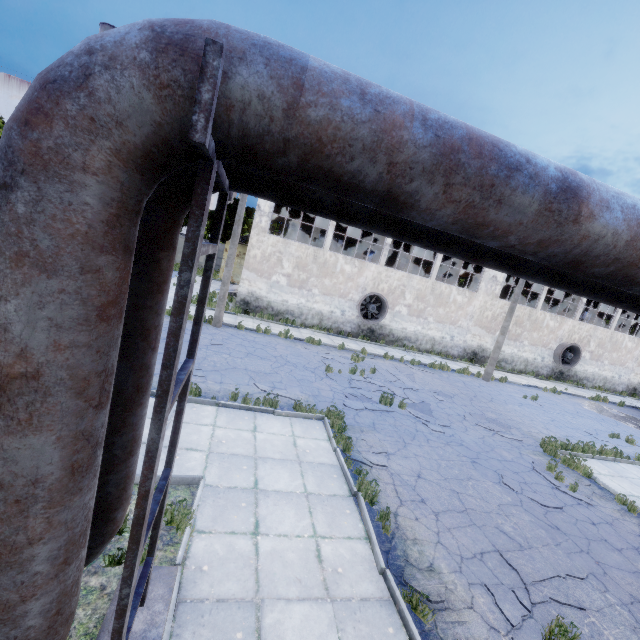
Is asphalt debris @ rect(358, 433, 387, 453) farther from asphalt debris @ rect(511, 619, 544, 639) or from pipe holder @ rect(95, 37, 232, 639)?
pipe holder @ rect(95, 37, 232, 639)

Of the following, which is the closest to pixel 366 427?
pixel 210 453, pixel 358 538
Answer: pixel 358 538

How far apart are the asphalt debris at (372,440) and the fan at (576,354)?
24.6 meters

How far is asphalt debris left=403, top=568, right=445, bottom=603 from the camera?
4.76m

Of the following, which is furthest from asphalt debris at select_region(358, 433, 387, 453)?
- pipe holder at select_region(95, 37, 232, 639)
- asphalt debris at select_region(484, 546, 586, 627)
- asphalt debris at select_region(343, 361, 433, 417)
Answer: pipe holder at select_region(95, 37, 232, 639)

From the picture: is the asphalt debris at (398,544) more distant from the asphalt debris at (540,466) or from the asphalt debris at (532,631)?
the asphalt debris at (540,466)

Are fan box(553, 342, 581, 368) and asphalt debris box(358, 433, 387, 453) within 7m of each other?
no

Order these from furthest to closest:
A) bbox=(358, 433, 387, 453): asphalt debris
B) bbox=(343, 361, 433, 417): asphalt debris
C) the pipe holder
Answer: bbox=(343, 361, 433, 417): asphalt debris → bbox=(358, 433, 387, 453): asphalt debris → the pipe holder
